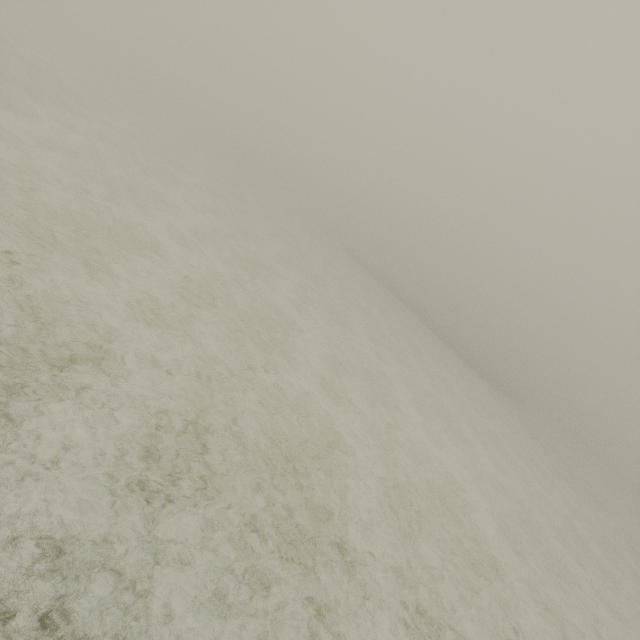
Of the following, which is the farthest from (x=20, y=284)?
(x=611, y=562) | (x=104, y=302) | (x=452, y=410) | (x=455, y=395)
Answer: (x=611, y=562)
